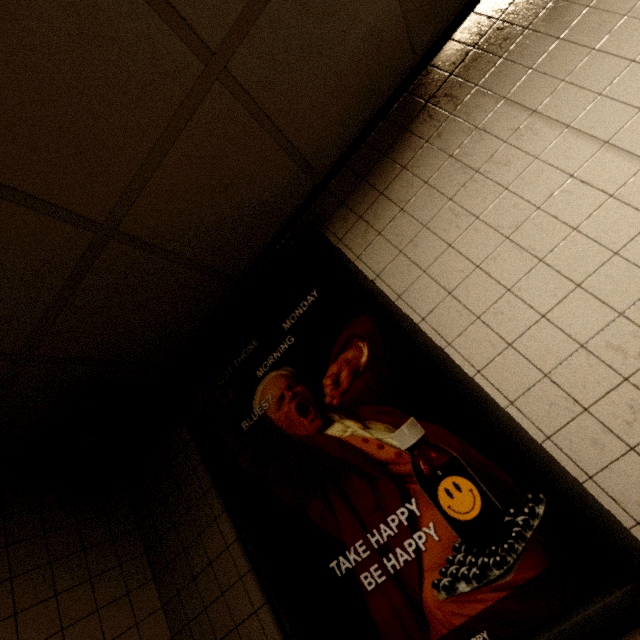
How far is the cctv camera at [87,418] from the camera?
1.5 meters

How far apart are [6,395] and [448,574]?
2.0m

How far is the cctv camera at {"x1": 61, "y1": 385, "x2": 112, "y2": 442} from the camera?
1.5m

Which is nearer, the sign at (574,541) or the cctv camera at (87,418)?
the sign at (574,541)

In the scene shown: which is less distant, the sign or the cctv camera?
the sign

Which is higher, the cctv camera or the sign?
the cctv camera
